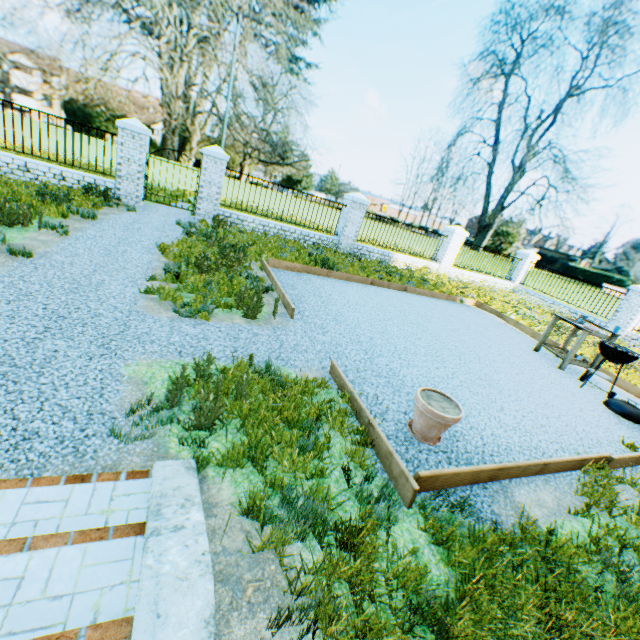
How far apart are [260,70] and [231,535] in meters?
68.1

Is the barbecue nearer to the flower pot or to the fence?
the flower pot

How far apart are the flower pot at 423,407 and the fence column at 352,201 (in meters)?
10.66

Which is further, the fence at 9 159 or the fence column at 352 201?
the fence column at 352 201

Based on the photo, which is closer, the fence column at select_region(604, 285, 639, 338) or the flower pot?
the flower pot

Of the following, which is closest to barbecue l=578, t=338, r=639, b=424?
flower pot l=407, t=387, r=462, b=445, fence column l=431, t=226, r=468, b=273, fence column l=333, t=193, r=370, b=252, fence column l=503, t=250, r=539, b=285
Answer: flower pot l=407, t=387, r=462, b=445

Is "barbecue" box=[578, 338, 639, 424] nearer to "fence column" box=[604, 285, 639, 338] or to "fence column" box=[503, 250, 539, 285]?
"fence column" box=[604, 285, 639, 338]

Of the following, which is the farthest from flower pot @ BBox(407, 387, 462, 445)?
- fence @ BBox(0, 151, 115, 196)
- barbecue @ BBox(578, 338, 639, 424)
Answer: fence @ BBox(0, 151, 115, 196)
